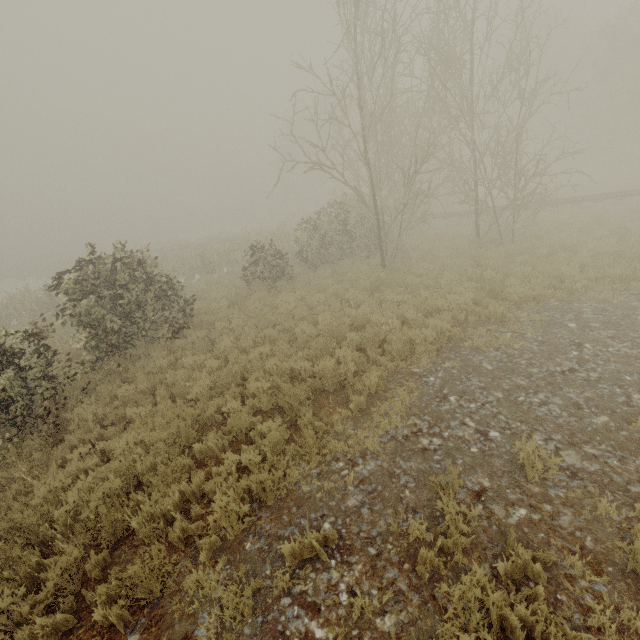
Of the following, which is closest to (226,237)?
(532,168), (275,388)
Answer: (275,388)
